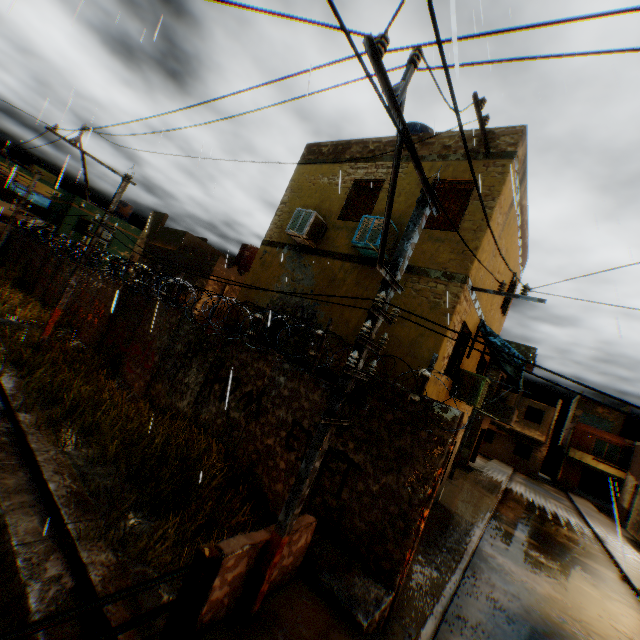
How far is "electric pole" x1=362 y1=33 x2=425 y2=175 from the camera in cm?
273

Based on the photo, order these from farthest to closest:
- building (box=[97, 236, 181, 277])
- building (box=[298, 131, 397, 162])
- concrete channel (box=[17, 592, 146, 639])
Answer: building (box=[97, 236, 181, 277]), building (box=[298, 131, 397, 162]), concrete channel (box=[17, 592, 146, 639])

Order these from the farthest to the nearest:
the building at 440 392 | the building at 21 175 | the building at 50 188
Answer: the building at 21 175
the building at 50 188
the building at 440 392

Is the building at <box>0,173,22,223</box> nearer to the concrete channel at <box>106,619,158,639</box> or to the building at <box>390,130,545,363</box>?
the building at <box>390,130,545,363</box>

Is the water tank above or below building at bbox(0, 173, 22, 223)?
above

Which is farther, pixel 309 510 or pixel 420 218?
pixel 309 510

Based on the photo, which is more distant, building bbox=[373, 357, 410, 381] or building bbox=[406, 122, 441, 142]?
building bbox=[406, 122, 441, 142]

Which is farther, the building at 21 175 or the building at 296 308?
the building at 21 175
